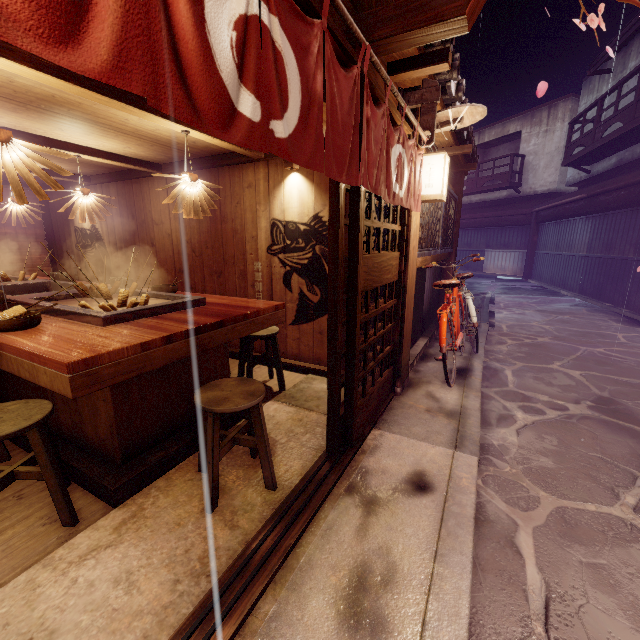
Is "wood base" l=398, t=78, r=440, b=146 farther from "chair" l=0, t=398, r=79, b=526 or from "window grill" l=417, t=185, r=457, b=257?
"chair" l=0, t=398, r=79, b=526

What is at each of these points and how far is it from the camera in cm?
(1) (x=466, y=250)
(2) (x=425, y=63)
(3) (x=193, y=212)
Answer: (1) foundation, 3684
(2) stick, 465
(3) light, 612

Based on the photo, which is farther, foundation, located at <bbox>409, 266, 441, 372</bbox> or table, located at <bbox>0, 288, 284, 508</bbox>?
foundation, located at <bbox>409, 266, 441, 372</bbox>

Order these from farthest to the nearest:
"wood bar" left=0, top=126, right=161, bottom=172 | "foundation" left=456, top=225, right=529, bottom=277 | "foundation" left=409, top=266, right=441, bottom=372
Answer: "foundation" left=456, top=225, right=529, bottom=277 < "foundation" left=409, top=266, right=441, bottom=372 < "wood bar" left=0, top=126, right=161, bottom=172

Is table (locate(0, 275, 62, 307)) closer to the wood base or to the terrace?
the wood base

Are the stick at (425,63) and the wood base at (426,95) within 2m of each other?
yes

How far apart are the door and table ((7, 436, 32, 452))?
1.9 meters

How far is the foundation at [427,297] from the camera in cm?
916
